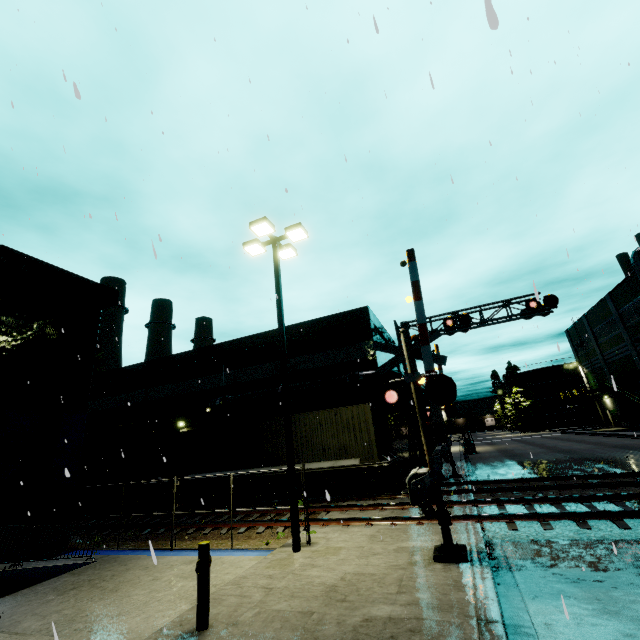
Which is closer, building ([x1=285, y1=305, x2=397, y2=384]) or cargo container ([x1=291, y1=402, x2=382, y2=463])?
cargo container ([x1=291, y1=402, x2=382, y2=463])

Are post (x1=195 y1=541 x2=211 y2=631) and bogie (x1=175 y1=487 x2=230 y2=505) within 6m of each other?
no

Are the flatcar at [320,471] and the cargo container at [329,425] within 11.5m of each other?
yes

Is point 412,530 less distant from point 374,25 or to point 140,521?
point 374,25

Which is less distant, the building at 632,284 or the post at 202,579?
the post at 202,579

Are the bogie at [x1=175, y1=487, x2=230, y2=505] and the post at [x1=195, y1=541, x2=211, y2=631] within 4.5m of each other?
no

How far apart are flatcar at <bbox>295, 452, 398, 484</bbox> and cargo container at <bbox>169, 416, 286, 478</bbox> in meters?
0.0

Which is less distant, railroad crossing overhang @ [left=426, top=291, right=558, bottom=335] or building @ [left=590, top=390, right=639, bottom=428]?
railroad crossing overhang @ [left=426, top=291, right=558, bottom=335]
